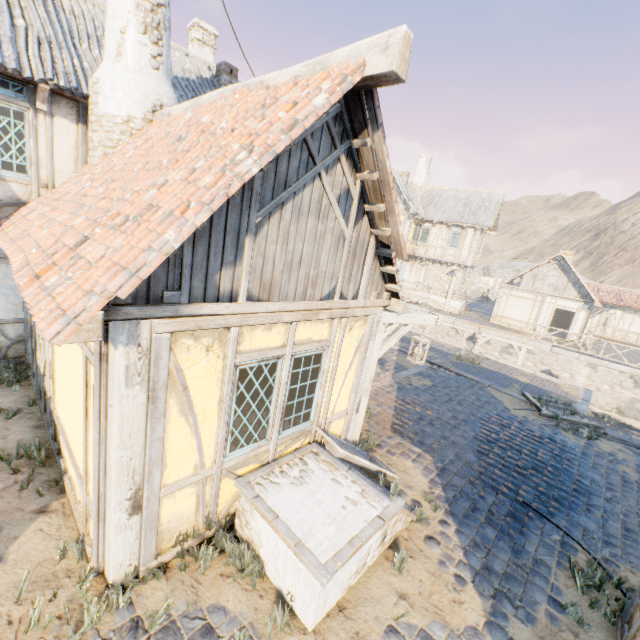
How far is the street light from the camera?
5.80m

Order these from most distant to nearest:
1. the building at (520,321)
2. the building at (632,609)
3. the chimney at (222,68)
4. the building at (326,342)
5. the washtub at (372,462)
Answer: the building at (520,321) → the chimney at (222,68) → the washtub at (372,462) → the building at (632,609) → the building at (326,342)

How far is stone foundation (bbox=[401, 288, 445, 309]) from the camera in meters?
27.2

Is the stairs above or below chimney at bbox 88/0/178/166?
below

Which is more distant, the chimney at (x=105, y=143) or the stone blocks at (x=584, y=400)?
the stone blocks at (x=584, y=400)

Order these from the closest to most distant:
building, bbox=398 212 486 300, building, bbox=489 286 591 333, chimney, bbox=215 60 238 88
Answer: chimney, bbox=215 60 238 88 < building, bbox=489 286 591 333 < building, bbox=398 212 486 300

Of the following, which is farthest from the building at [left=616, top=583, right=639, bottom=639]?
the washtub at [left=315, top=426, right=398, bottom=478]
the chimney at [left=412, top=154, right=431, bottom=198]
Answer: the chimney at [left=412, top=154, right=431, bottom=198]

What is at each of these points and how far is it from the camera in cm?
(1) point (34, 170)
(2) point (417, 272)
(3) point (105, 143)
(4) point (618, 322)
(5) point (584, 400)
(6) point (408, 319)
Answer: (1) building, 656
(2) building, 2825
(3) chimney, 643
(4) building, 2809
(5) stone blocks, 1177
(6) street light, 598
